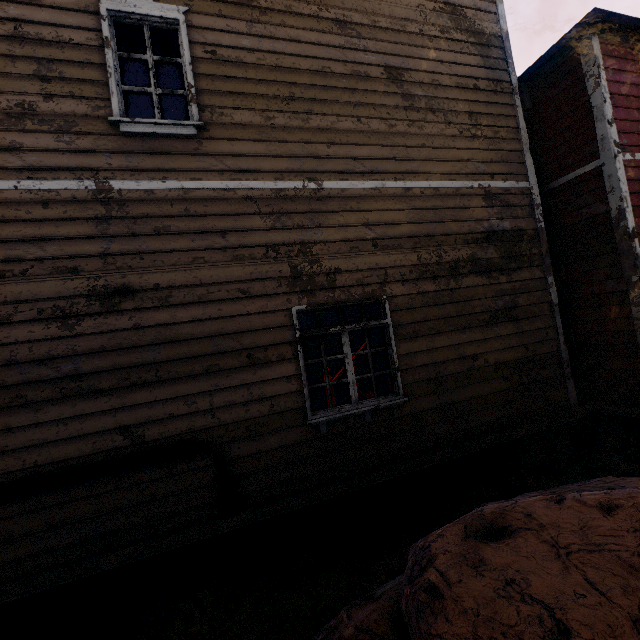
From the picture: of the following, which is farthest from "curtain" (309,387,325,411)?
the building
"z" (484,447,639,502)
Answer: "z" (484,447,639,502)

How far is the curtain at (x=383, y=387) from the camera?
4.7m

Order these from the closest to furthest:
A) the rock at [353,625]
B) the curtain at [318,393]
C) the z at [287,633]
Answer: the rock at [353,625], the z at [287,633], the curtain at [318,393]

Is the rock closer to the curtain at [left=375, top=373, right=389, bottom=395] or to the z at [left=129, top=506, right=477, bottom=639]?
the z at [left=129, top=506, right=477, bottom=639]

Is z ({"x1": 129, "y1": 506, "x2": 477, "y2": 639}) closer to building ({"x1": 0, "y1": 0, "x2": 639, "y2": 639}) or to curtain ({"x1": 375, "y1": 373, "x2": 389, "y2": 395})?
building ({"x1": 0, "y1": 0, "x2": 639, "y2": 639})

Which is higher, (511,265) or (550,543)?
(511,265)
